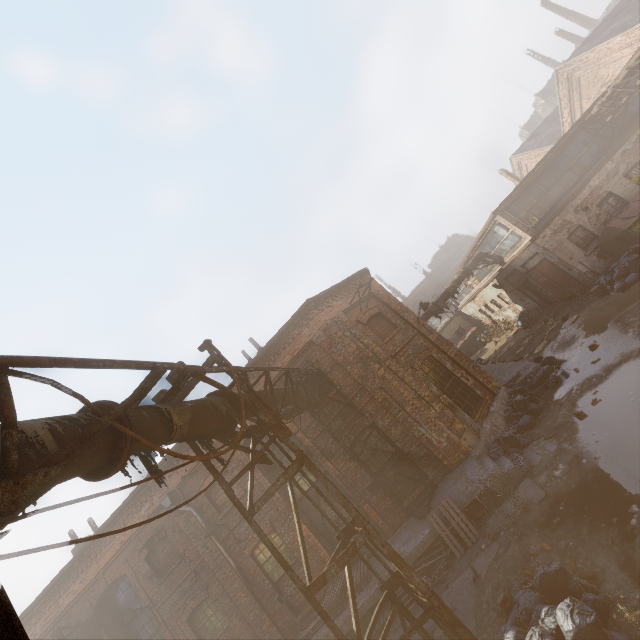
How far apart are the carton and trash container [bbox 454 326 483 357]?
17.40m

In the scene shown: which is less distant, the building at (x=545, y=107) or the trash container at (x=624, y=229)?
the trash container at (x=624, y=229)

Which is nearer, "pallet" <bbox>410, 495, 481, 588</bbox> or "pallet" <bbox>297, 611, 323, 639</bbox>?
Answer: "pallet" <bbox>410, 495, 481, 588</bbox>

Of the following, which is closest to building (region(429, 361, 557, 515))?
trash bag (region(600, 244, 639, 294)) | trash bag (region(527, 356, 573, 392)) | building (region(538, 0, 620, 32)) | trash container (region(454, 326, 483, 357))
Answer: trash bag (region(527, 356, 573, 392))

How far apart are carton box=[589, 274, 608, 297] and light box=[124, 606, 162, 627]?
22.0m

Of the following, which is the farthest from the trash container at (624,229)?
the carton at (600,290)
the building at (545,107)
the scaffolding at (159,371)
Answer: the building at (545,107)

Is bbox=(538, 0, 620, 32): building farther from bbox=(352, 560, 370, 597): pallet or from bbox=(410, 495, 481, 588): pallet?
bbox=(352, 560, 370, 597): pallet

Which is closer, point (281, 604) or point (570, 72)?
point (281, 604)
